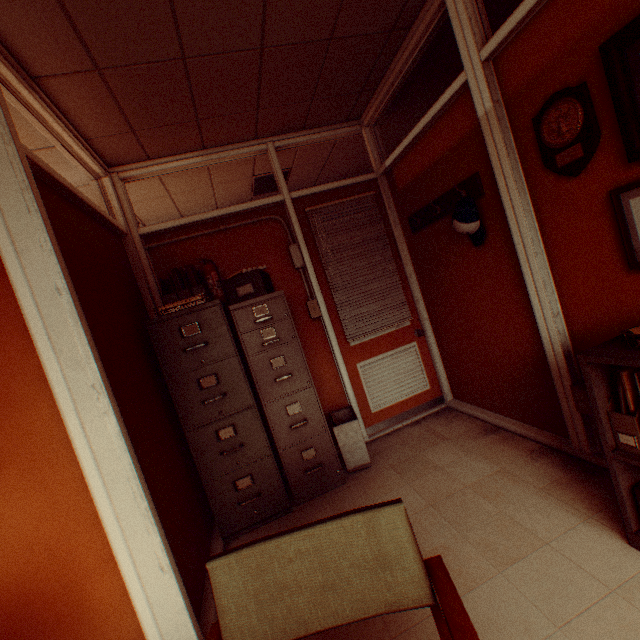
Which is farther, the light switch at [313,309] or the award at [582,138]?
the light switch at [313,309]

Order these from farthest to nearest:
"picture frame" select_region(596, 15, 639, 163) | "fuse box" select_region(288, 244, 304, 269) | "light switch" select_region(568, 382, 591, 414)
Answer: "fuse box" select_region(288, 244, 304, 269)
"light switch" select_region(568, 382, 591, 414)
"picture frame" select_region(596, 15, 639, 163)

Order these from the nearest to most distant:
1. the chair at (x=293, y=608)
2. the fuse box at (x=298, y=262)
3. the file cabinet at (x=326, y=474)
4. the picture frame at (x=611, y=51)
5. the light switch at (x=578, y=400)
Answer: the chair at (x=293, y=608), the picture frame at (x=611, y=51), the light switch at (x=578, y=400), the file cabinet at (x=326, y=474), the fuse box at (x=298, y=262)

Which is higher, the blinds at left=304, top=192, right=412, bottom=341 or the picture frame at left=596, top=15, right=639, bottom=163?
the picture frame at left=596, top=15, right=639, bottom=163

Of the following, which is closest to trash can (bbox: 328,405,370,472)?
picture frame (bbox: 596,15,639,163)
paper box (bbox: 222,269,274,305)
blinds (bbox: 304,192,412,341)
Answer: blinds (bbox: 304,192,412,341)

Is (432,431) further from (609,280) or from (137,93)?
(137,93)

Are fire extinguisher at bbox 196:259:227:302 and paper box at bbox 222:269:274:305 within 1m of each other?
yes

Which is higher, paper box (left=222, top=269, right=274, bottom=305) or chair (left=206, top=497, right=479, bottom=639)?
paper box (left=222, top=269, right=274, bottom=305)
